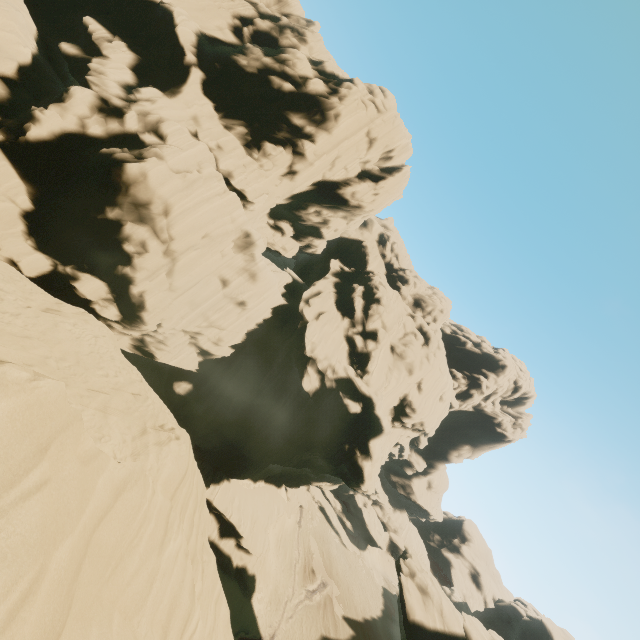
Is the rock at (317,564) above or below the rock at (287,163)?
below

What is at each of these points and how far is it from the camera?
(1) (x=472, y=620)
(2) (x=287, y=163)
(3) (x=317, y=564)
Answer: (1) rock, 24.70m
(2) rock, 30.39m
(3) rock, 46.47m

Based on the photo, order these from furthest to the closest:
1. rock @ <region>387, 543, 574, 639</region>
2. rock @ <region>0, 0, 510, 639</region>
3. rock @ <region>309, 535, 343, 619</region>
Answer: rock @ <region>309, 535, 343, 619</region> < rock @ <region>387, 543, 574, 639</region> < rock @ <region>0, 0, 510, 639</region>

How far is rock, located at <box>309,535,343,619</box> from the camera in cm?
4317

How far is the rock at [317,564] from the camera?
43.2 meters

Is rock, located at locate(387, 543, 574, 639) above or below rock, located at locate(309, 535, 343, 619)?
above

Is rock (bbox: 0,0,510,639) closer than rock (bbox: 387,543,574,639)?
Yes
